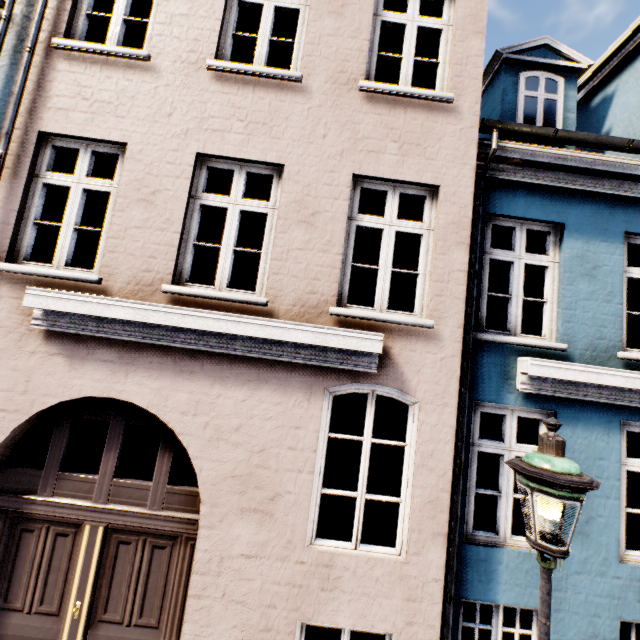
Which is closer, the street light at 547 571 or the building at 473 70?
the street light at 547 571

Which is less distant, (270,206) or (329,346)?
(329,346)

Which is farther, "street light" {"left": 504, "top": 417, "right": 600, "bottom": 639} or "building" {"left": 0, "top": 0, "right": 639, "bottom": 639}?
"building" {"left": 0, "top": 0, "right": 639, "bottom": 639}
